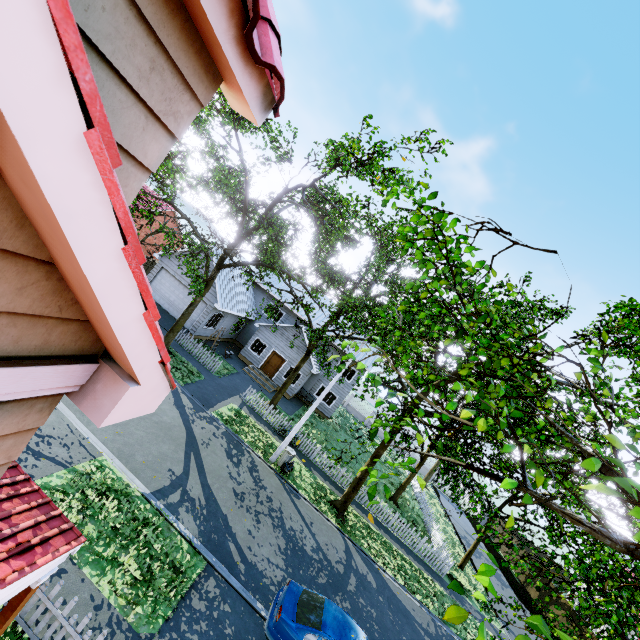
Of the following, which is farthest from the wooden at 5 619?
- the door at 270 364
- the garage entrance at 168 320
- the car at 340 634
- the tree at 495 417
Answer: the door at 270 364

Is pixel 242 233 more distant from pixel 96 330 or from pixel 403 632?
pixel 96 330

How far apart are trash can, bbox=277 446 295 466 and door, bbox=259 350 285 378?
11.1m

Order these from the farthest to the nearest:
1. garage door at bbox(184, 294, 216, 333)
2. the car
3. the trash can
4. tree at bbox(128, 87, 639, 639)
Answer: garage door at bbox(184, 294, 216, 333) < the trash can < the car < tree at bbox(128, 87, 639, 639)

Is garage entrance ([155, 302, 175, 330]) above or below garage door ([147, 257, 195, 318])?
below

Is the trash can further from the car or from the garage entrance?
the garage entrance

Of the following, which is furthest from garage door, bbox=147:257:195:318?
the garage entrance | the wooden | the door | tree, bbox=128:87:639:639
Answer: the wooden

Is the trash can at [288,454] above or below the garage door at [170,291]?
below
